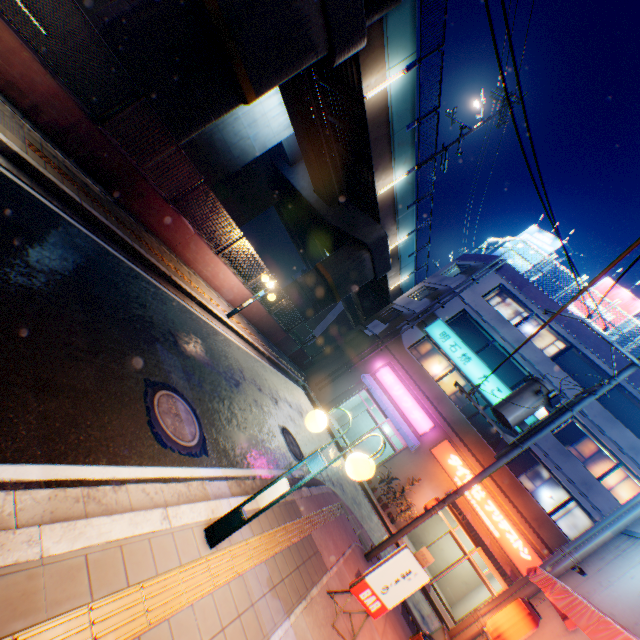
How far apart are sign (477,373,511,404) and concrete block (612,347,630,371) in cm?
481

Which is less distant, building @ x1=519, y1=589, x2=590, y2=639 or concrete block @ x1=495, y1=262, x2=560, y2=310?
building @ x1=519, y1=589, x2=590, y2=639

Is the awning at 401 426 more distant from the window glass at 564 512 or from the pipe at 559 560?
the pipe at 559 560

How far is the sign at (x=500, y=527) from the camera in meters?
15.4

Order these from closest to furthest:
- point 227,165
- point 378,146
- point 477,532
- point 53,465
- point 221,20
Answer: point 53,465
point 221,20
point 378,146
point 477,532
point 227,165

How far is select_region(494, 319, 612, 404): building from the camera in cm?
1788

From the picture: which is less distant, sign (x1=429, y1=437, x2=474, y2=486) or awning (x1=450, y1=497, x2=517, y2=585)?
awning (x1=450, y1=497, x2=517, y2=585)

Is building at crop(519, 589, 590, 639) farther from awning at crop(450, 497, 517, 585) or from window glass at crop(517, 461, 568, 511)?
window glass at crop(517, 461, 568, 511)
